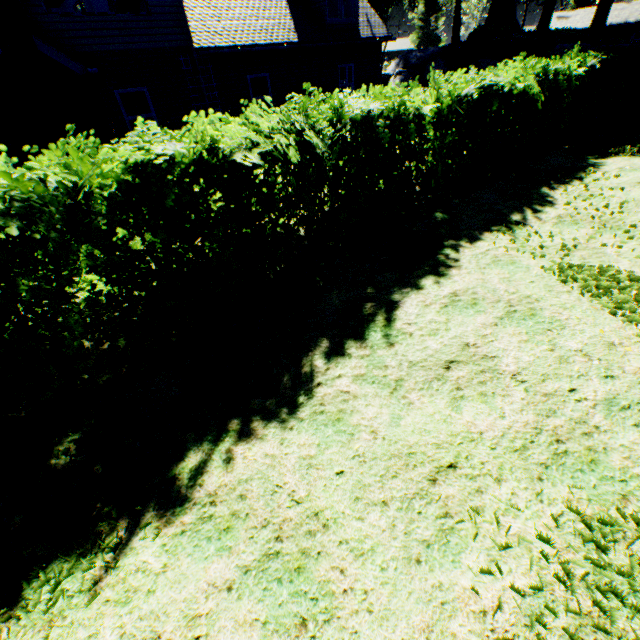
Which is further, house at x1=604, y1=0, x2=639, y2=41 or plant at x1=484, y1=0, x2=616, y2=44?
house at x1=604, y1=0, x2=639, y2=41

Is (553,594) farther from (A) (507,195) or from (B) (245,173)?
(A) (507,195)

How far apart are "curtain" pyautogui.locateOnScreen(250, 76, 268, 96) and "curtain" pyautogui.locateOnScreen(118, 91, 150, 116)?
4.0 meters

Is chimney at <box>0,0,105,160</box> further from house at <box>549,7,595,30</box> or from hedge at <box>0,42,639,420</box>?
house at <box>549,7,595,30</box>

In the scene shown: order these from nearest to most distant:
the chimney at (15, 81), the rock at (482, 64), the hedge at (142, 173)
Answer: the hedge at (142, 173), the chimney at (15, 81), the rock at (482, 64)

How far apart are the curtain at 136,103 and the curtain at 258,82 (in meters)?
3.96

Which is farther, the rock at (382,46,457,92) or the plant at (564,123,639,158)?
the rock at (382,46,457,92)

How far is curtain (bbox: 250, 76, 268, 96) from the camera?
→ 13.2 meters
